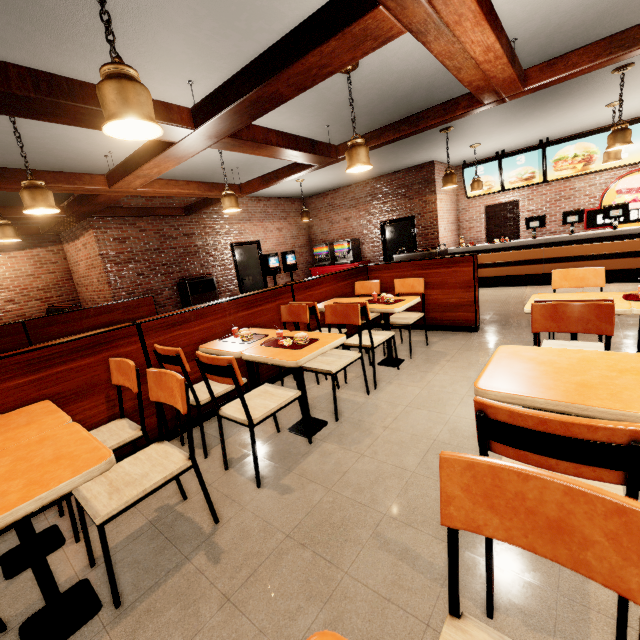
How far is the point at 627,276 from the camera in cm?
659
